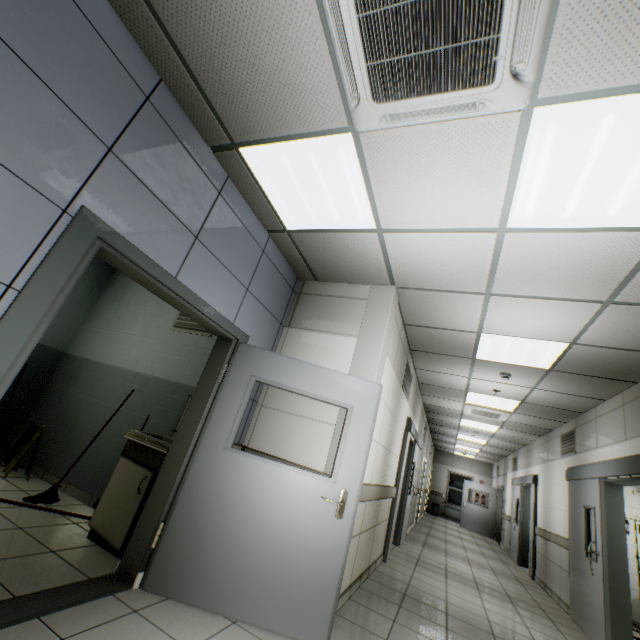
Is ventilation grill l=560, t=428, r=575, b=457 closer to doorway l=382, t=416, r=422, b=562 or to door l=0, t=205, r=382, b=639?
doorway l=382, t=416, r=422, b=562

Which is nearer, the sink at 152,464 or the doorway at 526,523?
the sink at 152,464

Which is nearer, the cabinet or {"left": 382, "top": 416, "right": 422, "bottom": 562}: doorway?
the cabinet

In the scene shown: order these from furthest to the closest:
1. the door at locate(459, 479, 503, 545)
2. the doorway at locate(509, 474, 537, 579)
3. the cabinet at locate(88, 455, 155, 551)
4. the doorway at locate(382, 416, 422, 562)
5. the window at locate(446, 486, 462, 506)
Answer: the window at locate(446, 486, 462, 506)
the door at locate(459, 479, 503, 545)
the doorway at locate(509, 474, 537, 579)
the doorway at locate(382, 416, 422, 562)
the cabinet at locate(88, 455, 155, 551)

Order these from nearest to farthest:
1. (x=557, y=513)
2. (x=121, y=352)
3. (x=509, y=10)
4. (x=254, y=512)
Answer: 1. (x=509, y=10)
2. (x=254, y=512)
3. (x=121, y=352)
4. (x=557, y=513)

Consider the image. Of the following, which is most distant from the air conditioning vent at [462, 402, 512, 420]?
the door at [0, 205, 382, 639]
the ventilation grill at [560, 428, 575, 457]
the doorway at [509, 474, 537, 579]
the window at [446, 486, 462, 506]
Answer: the window at [446, 486, 462, 506]

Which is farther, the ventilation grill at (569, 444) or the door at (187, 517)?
the ventilation grill at (569, 444)

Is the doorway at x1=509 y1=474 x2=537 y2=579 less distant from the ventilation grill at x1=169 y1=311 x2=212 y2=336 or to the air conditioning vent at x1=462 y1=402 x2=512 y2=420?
the air conditioning vent at x1=462 y1=402 x2=512 y2=420
